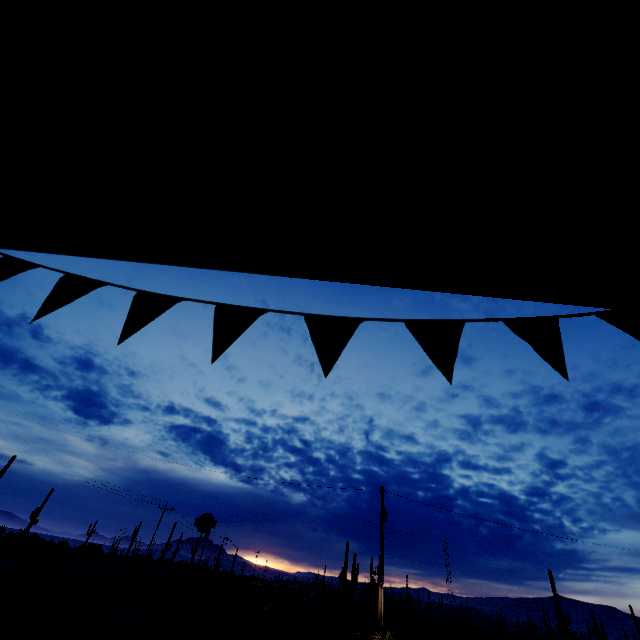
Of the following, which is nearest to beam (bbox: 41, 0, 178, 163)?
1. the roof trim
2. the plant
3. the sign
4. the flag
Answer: the roof trim

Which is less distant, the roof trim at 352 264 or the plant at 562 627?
the roof trim at 352 264

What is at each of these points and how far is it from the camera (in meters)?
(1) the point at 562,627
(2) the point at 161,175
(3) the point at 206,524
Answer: (1) plant, 46.97
(2) beam, 1.92
(3) sign, 21.44

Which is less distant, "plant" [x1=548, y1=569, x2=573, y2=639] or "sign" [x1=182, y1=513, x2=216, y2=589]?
"sign" [x1=182, y1=513, x2=216, y2=589]

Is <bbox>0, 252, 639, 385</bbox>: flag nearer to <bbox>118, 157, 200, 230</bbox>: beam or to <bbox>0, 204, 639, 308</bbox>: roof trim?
<bbox>0, 204, 639, 308</bbox>: roof trim

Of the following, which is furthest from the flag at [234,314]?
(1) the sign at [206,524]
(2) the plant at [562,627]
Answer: (2) the plant at [562,627]

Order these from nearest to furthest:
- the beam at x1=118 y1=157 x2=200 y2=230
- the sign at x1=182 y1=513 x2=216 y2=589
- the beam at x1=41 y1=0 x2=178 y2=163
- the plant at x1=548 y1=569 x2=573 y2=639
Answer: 1. the beam at x1=41 y1=0 x2=178 y2=163
2. the beam at x1=118 y1=157 x2=200 y2=230
3. the sign at x1=182 y1=513 x2=216 y2=589
4. the plant at x1=548 y1=569 x2=573 y2=639

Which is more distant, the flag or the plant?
the plant
